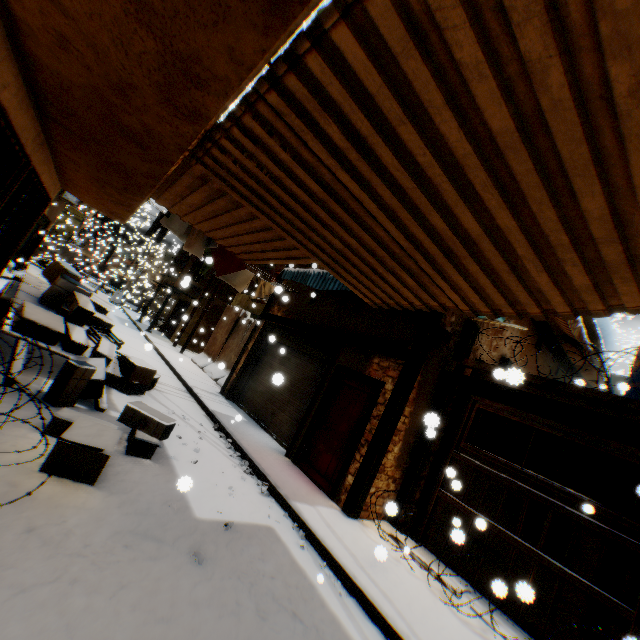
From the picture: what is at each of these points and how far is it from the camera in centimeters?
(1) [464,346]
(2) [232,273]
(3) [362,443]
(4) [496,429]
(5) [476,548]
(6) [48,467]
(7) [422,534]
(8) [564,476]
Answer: (1) wooden beam, 696cm
(2) clothes, 1029cm
(3) building, 629cm
(4) building, 796cm
(5) wooden gate, 539cm
(6) cardboard box, 338cm
(7) wooden gate, 605cm
(8) building, 930cm

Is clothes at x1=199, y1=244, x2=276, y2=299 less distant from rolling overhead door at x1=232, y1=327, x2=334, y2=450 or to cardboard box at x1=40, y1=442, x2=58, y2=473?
rolling overhead door at x1=232, y1=327, x2=334, y2=450

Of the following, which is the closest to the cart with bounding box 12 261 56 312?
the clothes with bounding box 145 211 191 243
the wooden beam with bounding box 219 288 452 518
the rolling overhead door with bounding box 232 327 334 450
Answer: the rolling overhead door with bounding box 232 327 334 450

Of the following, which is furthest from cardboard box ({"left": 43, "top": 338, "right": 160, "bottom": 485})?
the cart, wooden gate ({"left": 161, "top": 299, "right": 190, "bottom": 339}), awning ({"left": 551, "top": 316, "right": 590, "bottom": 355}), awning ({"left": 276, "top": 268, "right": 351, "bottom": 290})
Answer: awning ({"left": 551, "top": 316, "right": 590, "bottom": 355})

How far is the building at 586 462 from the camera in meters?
8.9 m

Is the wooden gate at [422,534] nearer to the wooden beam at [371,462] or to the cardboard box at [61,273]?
the wooden beam at [371,462]

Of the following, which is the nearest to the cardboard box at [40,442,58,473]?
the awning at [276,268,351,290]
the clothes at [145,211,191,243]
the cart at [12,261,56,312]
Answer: the cart at [12,261,56,312]

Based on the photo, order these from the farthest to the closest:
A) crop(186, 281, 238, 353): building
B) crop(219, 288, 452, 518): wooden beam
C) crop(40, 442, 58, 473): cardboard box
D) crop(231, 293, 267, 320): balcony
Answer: crop(186, 281, 238, 353): building, crop(231, 293, 267, 320): balcony, crop(219, 288, 452, 518): wooden beam, crop(40, 442, 58, 473): cardboard box
